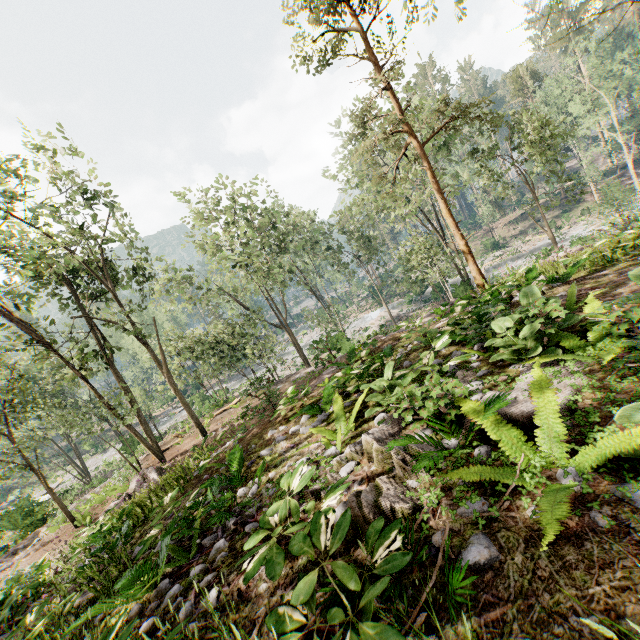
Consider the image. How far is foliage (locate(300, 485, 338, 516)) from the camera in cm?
329

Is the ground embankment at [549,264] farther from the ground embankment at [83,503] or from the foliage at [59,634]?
the ground embankment at [83,503]

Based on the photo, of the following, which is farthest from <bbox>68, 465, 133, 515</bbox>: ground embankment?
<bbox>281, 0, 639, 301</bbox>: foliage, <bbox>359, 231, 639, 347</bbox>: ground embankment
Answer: <bbox>359, 231, 639, 347</bbox>: ground embankment

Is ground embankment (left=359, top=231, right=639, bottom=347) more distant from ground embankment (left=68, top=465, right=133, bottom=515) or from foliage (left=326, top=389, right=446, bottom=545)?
ground embankment (left=68, top=465, right=133, bottom=515)

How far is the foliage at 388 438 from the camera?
3.0 meters

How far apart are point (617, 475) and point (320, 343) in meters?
39.6

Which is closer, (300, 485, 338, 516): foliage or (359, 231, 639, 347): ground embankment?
(300, 485, 338, 516): foliage

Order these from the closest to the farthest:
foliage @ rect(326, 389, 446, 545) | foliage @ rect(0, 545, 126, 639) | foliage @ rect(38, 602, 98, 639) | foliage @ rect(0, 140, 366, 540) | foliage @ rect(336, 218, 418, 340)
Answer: foliage @ rect(326, 389, 446, 545)
foliage @ rect(38, 602, 98, 639)
foliage @ rect(0, 545, 126, 639)
foliage @ rect(0, 140, 366, 540)
foliage @ rect(336, 218, 418, 340)
